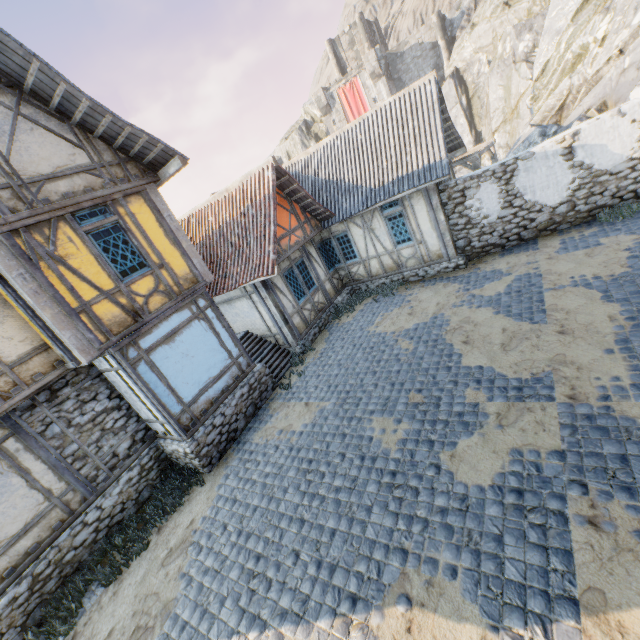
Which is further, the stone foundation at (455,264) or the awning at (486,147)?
the awning at (486,147)

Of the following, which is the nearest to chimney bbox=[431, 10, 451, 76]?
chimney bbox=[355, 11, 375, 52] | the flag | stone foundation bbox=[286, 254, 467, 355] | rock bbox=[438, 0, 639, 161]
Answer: rock bbox=[438, 0, 639, 161]

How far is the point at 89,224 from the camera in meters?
7.4 m

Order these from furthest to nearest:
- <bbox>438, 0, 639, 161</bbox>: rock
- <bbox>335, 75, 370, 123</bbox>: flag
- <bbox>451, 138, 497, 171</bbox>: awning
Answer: <bbox>335, 75, 370, 123</bbox>: flag < <bbox>438, 0, 639, 161</bbox>: rock < <bbox>451, 138, 497, 171</bbox>: awning

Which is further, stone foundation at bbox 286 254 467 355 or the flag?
the flag

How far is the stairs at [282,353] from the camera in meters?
11.3

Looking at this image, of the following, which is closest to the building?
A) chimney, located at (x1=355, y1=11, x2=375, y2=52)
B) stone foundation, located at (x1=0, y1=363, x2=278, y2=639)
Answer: stone foundation, located at (x1=0, y1=363, x2=278, y2=639)

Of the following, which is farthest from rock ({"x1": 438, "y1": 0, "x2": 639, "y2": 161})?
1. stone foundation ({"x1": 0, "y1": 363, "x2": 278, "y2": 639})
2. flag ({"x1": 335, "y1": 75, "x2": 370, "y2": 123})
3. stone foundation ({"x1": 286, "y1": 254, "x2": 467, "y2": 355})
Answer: stone foundation ({"x1": 0, "y1": 363, "x2": 278, "y2": 639})
